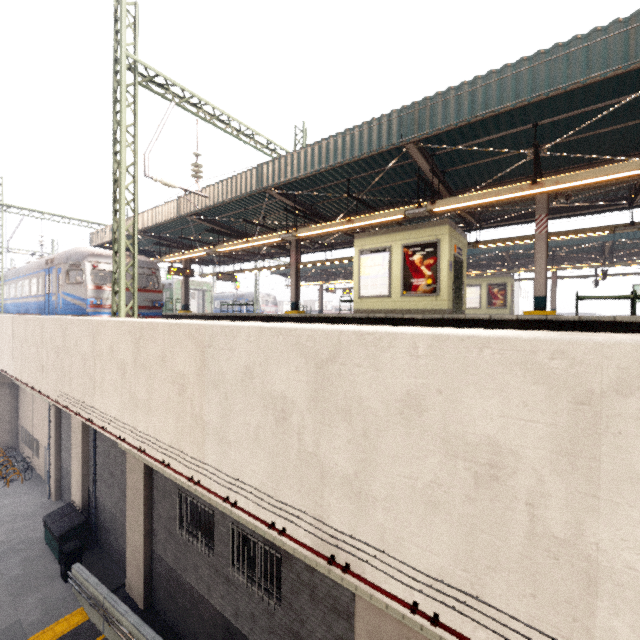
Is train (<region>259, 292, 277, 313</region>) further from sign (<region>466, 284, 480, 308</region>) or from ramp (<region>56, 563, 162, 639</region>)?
ramp (<region>56, 563, 162, 639</region>)

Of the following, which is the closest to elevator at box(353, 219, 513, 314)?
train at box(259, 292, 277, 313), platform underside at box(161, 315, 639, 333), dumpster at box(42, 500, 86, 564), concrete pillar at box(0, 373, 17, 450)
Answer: platform underside at box(161, 315, 639, 333)

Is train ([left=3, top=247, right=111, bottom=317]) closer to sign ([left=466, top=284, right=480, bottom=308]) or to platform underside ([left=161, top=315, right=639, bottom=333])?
platform underside ([left=161, top=315, right=639, bottom=333])

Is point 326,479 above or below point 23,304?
below

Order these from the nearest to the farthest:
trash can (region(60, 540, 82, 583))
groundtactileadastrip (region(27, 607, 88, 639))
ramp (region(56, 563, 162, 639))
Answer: ramp (region(56, 563, 162, 639)) < groundtactileadastrip (region(27, 607, 88, 639)) < trash can (region(60, 540, 82, 583))

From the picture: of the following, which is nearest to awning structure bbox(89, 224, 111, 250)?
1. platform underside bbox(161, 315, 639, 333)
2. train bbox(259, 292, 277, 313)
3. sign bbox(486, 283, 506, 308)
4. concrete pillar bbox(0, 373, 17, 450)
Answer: platform underside bbox(161, 315, 639, 333)

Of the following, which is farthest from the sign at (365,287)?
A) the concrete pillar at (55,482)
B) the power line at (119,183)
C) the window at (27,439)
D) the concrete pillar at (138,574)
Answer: the window at (27,439)

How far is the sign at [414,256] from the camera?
10.1m
